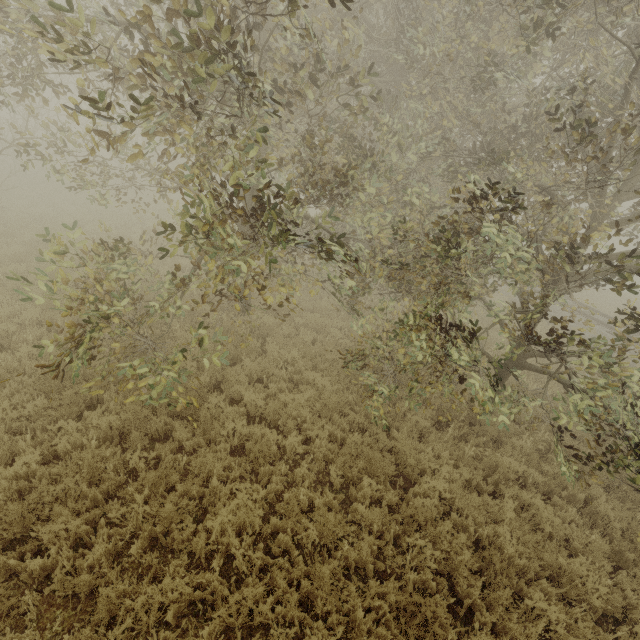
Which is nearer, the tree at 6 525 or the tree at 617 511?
the tree at 6 525

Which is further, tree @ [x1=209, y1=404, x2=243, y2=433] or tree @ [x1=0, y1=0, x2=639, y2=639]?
tree @ [x1=209, y1=404, x2=243, y2=433]

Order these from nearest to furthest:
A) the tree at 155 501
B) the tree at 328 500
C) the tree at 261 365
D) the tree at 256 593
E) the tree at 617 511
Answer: the tree at 256 593 → the tree at 155 501 → the tree at 328 500 → the tree at 617 511 → the tree at 261 365

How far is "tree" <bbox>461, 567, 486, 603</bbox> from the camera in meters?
4.6 m

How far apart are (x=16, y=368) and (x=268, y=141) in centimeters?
744cm
